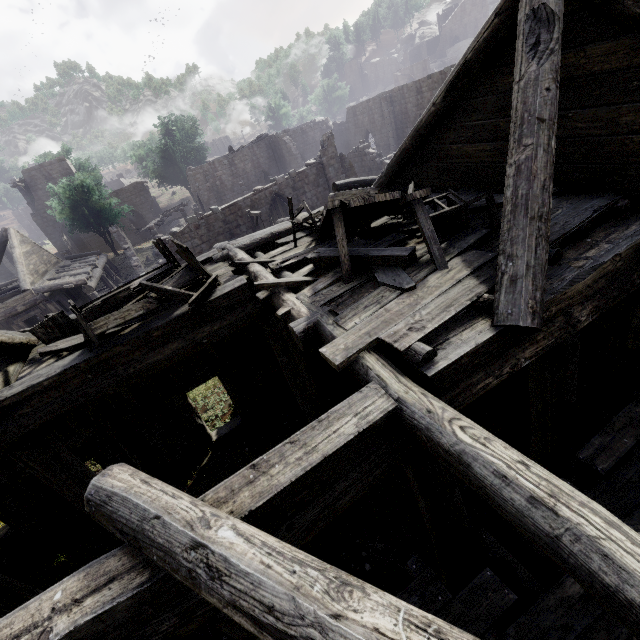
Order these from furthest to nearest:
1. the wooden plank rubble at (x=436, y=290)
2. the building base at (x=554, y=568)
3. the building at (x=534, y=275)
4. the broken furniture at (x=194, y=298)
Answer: the building base at (x=554, y=568) → the broken furniture at (x=194, y=298) → the wooden plank rubble at (x=436, y=290) → the building at (x=534, y=275)

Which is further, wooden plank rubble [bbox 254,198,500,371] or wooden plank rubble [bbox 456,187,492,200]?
wooden plank rubble [bbox 456,187,492,200]

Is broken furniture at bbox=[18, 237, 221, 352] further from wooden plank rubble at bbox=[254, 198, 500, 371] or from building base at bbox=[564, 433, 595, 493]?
building base at bbox=[564, 433, 595, 493]

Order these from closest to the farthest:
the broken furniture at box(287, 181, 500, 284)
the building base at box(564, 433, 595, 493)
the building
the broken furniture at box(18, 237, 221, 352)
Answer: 1. the building
2. the broken furniture at box(287, 181, 500, 284)
3. the broken furniture at box(18, 237, 221, 352)
4. the building base at box(564, 433, 595, 493)

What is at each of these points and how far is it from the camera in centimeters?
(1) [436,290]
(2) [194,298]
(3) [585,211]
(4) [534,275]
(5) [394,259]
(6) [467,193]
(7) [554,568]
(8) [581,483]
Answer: (1) wooden plank rubble, 386cm
(2) broken furniture, 537cm
(3) wooden plank rubble, 421cm
(4) building, 310cm
(5) broken furniture, 452cm
(6) wooden plank rubble, 627cm
(7) building base, 598cm
(8) building base, 693cm

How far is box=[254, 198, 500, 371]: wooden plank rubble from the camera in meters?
3.5 m

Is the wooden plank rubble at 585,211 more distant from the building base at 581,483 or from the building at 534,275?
the building base at 581,483

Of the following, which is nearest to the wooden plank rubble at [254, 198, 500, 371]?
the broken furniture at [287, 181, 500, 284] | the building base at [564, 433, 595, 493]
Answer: the broken furniture at [287, 181, 500, 284]
